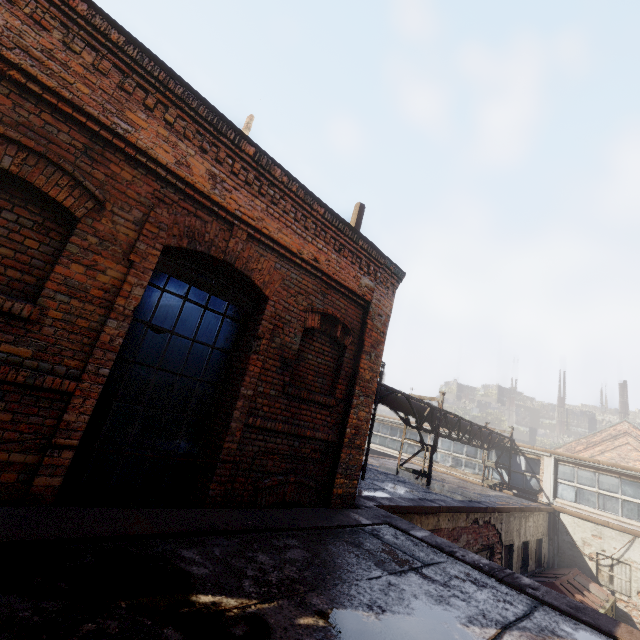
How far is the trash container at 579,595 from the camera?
10.4m

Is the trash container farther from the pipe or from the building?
the building

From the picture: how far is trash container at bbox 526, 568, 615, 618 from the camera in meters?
10.4

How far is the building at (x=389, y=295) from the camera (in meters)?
5.29

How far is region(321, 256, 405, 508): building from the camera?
5.29m

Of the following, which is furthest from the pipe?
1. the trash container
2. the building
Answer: the trash container

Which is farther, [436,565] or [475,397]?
[475,397]

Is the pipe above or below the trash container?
above
